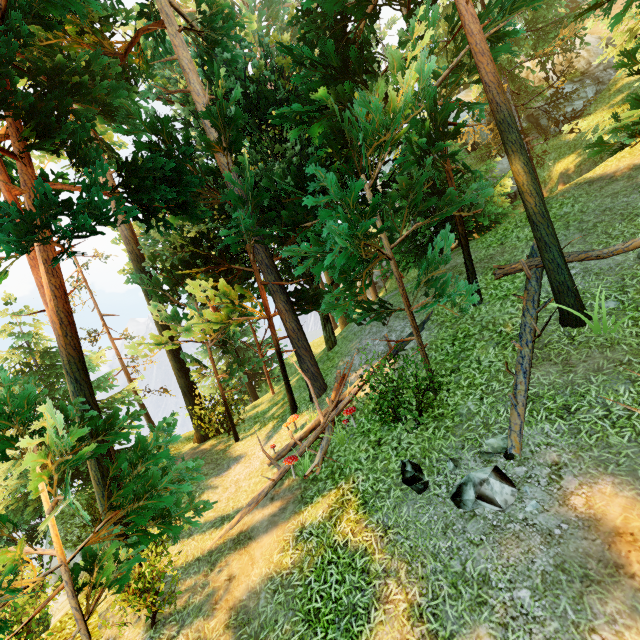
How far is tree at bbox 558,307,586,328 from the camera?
6.82m

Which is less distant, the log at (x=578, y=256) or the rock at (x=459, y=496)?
the rock at (x=459, y=496)

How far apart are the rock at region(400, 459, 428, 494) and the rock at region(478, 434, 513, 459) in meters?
1.3

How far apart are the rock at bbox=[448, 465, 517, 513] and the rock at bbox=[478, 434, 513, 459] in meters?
0.2

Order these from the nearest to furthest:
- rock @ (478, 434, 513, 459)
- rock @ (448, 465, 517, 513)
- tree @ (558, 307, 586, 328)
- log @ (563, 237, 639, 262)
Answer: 1. rock @ (448, 465, 517, 513)
2. rock @ (478, 434, 513, 459)
3. tree @ (558, 307, 586, 328)
4. log @ (563, 237, 639, 262)

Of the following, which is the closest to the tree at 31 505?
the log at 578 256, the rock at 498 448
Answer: the log at 578 256

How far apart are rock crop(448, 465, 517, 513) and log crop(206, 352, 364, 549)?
3.2 meters

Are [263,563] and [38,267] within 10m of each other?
yes
